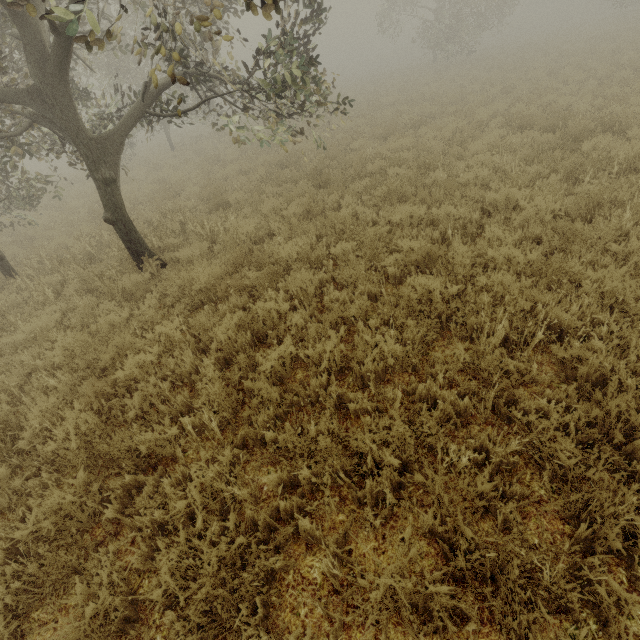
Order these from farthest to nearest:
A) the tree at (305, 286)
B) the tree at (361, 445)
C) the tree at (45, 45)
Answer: the tree at (305, 286) → the tree at (45, 45) → the tree at (361, 445)

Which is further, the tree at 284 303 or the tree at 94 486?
the tree at 284 303

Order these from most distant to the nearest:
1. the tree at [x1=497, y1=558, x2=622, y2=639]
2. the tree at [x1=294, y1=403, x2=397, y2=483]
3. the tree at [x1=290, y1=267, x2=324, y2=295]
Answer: the tree at [x1=290, y1=267, x2=324, y2=295] → the tree at [x1=294, y1=403, x2=397, y2=483] → the tree at [x1=497, y1=558, x2=622, y2=639]

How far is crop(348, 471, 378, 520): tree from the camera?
2.64m

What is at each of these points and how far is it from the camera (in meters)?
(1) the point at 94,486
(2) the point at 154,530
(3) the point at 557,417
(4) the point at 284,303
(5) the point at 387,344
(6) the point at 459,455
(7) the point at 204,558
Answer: (1) tree, 3.19
(2) tree, 2.89
(3) tree, 2.61
(4) tree, 4.55
(5) tree, 3.69
(6) tree, 2.85
(7) tree, 2.53

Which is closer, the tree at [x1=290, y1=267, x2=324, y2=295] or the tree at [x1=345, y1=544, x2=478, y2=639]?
the tree at [x1=345, y1=544, x2=478, y2=639]
